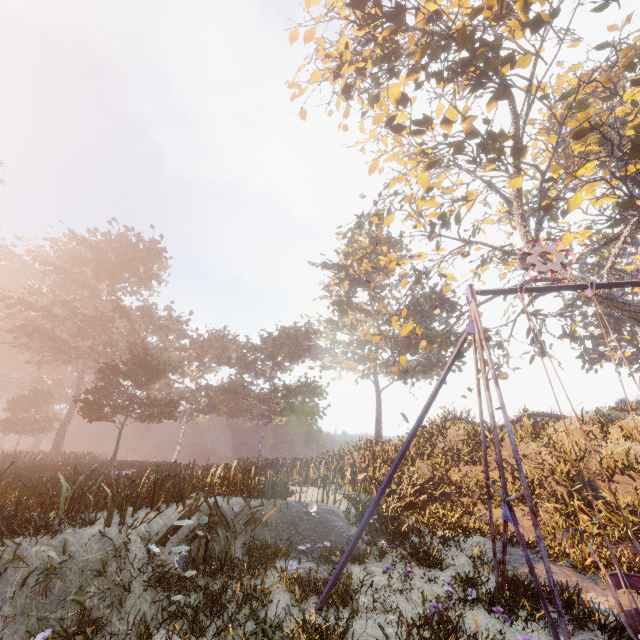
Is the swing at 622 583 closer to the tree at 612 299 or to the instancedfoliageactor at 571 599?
the instancedfoliageactor at 571 599

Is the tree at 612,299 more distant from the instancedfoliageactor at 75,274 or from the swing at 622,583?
the instancedfoliageactor at 75,274

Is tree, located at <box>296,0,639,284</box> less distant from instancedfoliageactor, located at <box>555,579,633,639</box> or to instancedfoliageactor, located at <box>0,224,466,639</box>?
instancedfoliageactor, located at <box>555,579,633,639</box>

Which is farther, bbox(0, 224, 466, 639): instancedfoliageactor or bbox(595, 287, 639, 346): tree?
bbox(595, 287, 639, 346): tree

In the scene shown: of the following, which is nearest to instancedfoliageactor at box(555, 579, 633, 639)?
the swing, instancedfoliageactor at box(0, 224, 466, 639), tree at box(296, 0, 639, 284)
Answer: the swing

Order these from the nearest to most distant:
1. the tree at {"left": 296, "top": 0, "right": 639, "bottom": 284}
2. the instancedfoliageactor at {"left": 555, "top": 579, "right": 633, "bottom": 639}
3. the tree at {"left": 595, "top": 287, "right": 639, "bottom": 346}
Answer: the instancedfoliageactor at {"left": 555, "top": 579, "right": 633, "bottom": 639} → the tree at {"left": 296, "top": 0, "right": 639, "bottom": 284} → the tree at {"left": 595, "top": 287, "right": 639, "bottom": 346}

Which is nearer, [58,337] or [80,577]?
[80,577]

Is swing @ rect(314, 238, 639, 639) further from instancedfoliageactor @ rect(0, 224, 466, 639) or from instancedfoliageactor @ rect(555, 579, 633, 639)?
instancedfoliageactor @ rect(0, 224, 466, 639)
